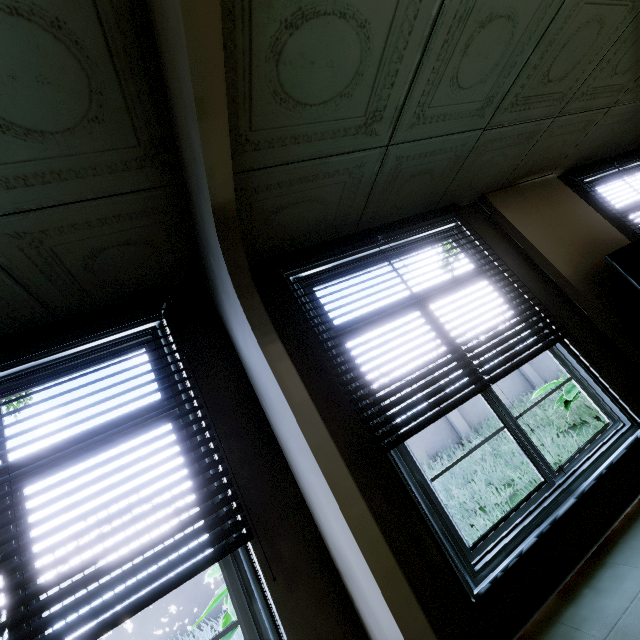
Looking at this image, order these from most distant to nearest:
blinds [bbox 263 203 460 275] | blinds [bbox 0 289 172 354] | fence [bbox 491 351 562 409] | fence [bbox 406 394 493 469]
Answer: fence [bbox 491 351 562 409], fence [bbox 406 394 493 469], blinds [bbox 263 203 460 275], blinds [bbox 0 289 172 354]

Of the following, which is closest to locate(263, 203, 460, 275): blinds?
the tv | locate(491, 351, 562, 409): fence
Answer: the tv

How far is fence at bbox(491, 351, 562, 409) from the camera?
9.8 meters

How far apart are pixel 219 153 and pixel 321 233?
1.6m

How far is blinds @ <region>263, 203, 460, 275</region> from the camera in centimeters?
260cm

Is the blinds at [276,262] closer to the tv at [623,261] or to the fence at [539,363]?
the tv at [623,261]

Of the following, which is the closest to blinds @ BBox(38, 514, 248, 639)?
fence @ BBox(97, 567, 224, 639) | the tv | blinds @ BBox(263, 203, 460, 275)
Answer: blinds @ BBox(263, 203, 460, 275)

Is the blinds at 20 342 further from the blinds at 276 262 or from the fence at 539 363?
the fence at 539 363
